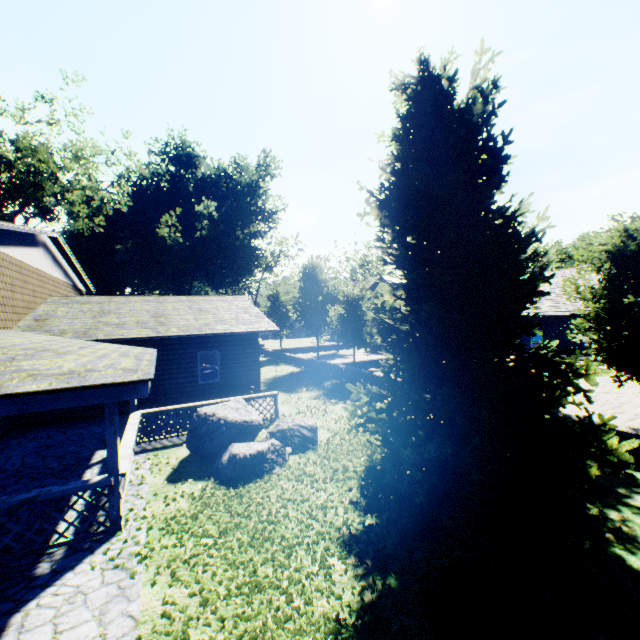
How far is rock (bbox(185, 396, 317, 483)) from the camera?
8.0m

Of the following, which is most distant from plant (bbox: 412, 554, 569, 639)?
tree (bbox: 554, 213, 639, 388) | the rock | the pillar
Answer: the pillar

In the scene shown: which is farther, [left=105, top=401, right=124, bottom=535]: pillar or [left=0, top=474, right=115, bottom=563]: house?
[left=105, top=401, right=124, bottom=535]: pillar

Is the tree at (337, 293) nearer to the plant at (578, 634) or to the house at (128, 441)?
the plant at (578, 634)

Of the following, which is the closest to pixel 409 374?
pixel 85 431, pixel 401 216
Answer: pixel 401 216

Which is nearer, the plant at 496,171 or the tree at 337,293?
the plant at 496,171

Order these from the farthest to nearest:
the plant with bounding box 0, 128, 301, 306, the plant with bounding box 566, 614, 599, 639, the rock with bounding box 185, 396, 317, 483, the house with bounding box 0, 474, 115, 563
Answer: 1. the plant with bounding box 0, 128, 301, 306
2. the rock with bounding box 185, 396, 317, 483
3. the house with bounding box 0, 474, 115, 563
4. the plant with bounding box 566, 614, 599, 639

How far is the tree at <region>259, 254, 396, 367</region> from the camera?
20.70m
